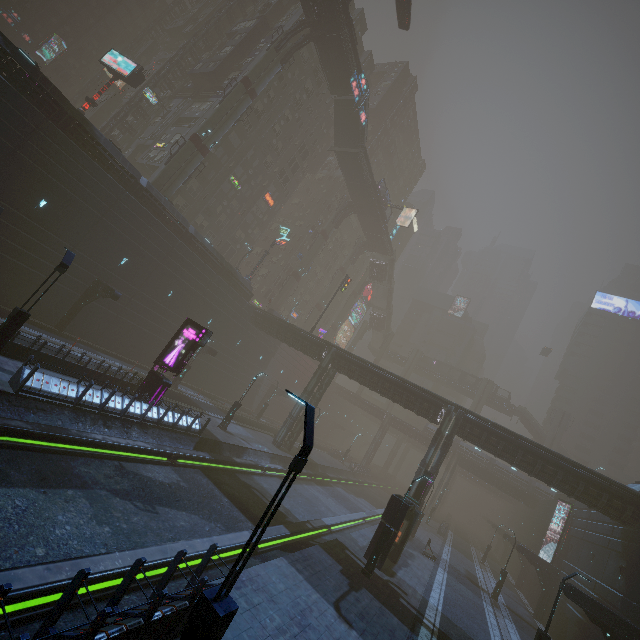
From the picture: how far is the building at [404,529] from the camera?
17.86m

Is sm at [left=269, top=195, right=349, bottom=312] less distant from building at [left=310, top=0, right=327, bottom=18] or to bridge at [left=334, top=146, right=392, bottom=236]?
bridge at [left=334, top=146, right=392, bottom=236]

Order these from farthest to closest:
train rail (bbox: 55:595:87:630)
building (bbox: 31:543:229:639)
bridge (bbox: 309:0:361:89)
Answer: bridge (bbox: 309:0:361:89) < train rail (bbox: 55:595:87:630) < building (bbox: 31:543:229:639)

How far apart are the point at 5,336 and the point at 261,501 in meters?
15.9

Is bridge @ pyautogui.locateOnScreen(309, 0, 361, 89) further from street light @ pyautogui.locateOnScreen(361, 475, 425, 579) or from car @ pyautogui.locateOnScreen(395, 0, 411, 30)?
street light @ pyautogui.locateOnScreen(361, 475, 425, 579)

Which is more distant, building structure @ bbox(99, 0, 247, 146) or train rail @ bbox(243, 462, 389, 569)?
building structure @ bbox(99, 0, 247, 146)

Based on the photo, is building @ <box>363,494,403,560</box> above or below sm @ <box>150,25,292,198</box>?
below

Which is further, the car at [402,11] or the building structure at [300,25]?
the building structure at [300,25]
